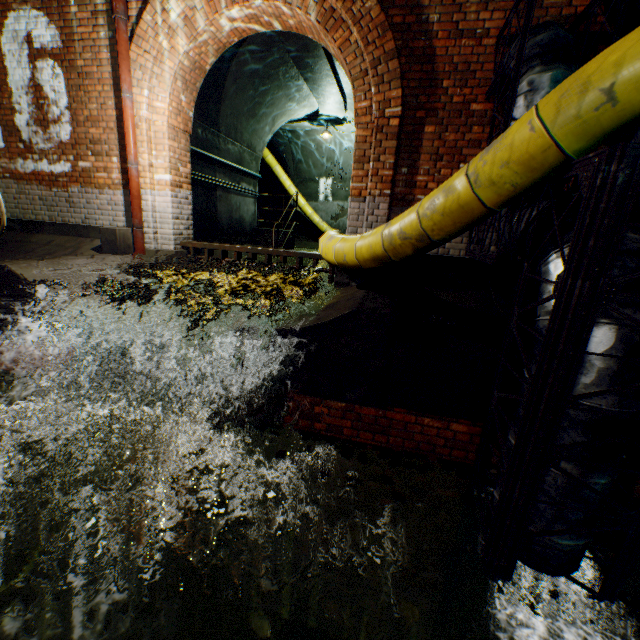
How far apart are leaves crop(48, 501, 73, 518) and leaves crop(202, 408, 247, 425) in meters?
1.2

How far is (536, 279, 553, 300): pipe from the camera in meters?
2.1

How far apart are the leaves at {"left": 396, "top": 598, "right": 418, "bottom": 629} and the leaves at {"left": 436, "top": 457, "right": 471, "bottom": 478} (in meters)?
1.35

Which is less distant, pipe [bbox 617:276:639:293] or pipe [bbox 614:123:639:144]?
pipe [bbox 617:276:639:293]

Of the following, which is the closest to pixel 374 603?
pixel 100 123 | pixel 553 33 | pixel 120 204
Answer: pixel 553 33

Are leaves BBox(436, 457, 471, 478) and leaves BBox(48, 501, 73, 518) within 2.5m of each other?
no

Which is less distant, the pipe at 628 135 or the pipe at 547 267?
the pipe at 547 267

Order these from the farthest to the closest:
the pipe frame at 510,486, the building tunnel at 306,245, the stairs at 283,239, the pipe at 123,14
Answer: the building tunnel at 306,245 → the stairs at 283,239 → the pipe at 123,14 → the pipe frame at 510,486
